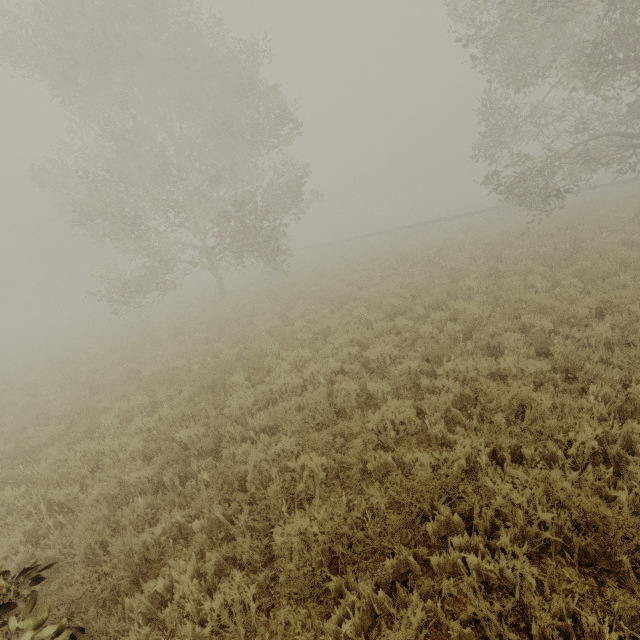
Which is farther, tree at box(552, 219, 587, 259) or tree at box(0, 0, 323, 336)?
tree at box(0, 0, 323, 336)

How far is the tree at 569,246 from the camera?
11.80m

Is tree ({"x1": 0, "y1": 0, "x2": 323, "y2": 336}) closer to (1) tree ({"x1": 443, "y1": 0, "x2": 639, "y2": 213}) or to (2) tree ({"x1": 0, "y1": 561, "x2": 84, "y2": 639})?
(1) tree ({"x1": 443, "y1": 0, "x2": 639, "y2": 213})

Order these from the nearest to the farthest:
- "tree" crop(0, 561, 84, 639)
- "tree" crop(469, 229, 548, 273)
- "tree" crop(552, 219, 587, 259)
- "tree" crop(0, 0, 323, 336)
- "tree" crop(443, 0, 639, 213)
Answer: "tree" crop(0, 561, 84, 639)
"tree" crop(443, 0, 639, 213)
"tree" crop(552, 219, 587, 259)
"tree" crop(469, 229, 548, 273)
"tree" crop(0, 0, 323, 336)

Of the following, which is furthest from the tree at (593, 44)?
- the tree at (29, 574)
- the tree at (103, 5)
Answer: the tree at (29, 574)

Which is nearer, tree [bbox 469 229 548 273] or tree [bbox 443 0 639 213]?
tree [bbox 443 0 639 213]

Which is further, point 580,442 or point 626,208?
point 626,208
